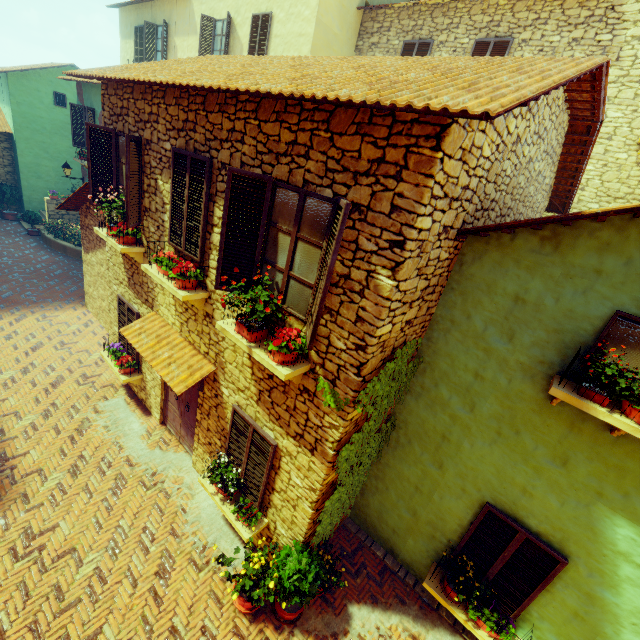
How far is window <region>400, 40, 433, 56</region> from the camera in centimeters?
1054cm

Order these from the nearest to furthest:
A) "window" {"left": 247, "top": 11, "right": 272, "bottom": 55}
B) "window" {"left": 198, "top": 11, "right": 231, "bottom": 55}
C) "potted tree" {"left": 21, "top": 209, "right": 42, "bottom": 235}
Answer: "window" {"left": 247, "top": 11, "right": 272, "bottom": 55}, "window" {"left": 198, "top": 11, "right": 231, "bottom": 55}, "potted tree" {"left": 21, "top": 209, "right": 42, "bottom": 235}

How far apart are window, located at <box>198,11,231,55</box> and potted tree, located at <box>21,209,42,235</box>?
11.7m

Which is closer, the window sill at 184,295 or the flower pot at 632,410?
the flower pot at 632,410

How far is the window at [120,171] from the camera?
6.1 meters

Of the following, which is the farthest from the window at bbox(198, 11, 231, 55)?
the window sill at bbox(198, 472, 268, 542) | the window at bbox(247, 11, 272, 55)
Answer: the window sill at bbox(198, 472, 268, 542)

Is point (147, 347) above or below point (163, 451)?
above

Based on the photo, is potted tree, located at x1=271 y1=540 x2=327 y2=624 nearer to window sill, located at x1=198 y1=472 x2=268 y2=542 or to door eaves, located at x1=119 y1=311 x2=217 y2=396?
window sill, located at x1=198 y1=472 x2=268 y2=542
